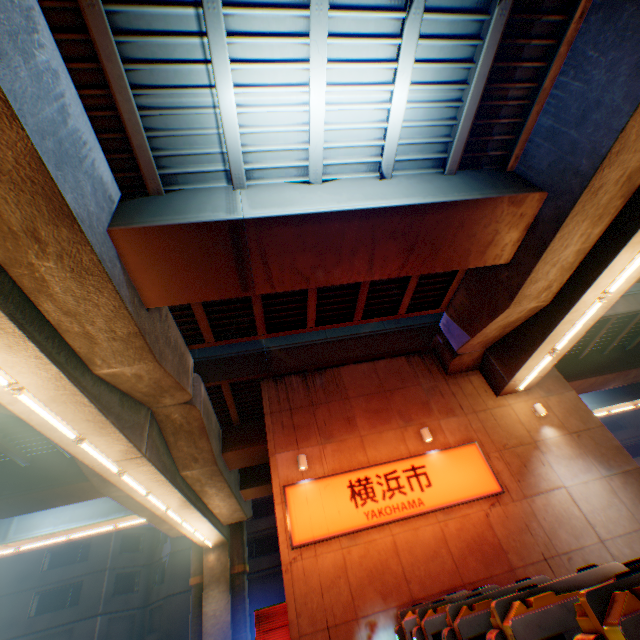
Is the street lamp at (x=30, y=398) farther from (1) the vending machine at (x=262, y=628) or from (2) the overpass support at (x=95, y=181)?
(1) the vending machine at (x=262, y=628)

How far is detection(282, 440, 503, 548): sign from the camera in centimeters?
931cm

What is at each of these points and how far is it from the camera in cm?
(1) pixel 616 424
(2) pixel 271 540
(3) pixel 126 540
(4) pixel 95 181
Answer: (1) building, 3975
(2) building, 3012
(3) building, 3042
(4) overpass support, 578

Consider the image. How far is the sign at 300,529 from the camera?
9.3m

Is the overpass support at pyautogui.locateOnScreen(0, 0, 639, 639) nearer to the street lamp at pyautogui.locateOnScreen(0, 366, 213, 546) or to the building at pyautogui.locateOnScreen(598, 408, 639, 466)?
the street lamp at pyautogui.locateOnScreen(0, 366, 213, 546)

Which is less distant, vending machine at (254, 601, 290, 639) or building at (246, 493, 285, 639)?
vending machine at (254, 601, 290, 639)

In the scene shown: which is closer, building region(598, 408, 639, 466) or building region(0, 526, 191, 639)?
building region(0, 526, 191, 639)

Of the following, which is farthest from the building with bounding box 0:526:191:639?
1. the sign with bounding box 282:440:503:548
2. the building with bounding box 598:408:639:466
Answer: the sign with bounding box 282:440:503:548
